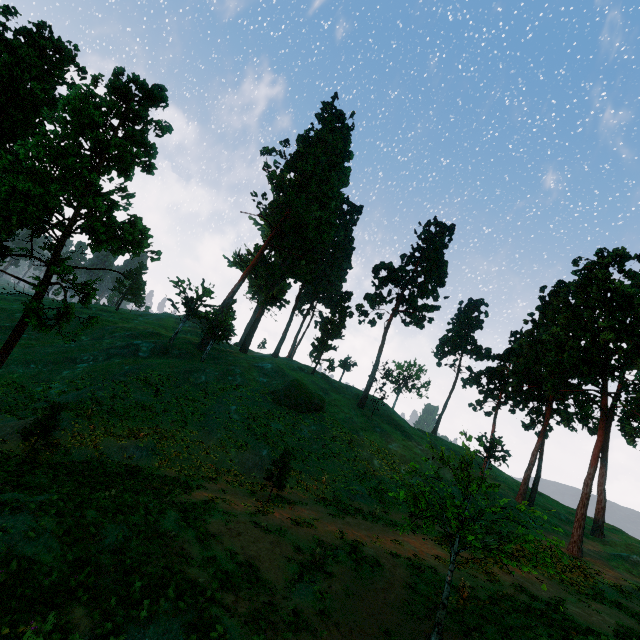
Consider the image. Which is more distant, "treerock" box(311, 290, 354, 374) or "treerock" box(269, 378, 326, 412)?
"treerock" box(311, 290, 354, 374)

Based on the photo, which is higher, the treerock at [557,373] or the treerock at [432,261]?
the treerock at [432,261]

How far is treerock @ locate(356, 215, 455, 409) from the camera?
51.2 meters

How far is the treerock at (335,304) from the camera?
54.78m

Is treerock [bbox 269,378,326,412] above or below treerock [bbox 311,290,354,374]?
below

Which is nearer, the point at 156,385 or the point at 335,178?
the point at 156,385
